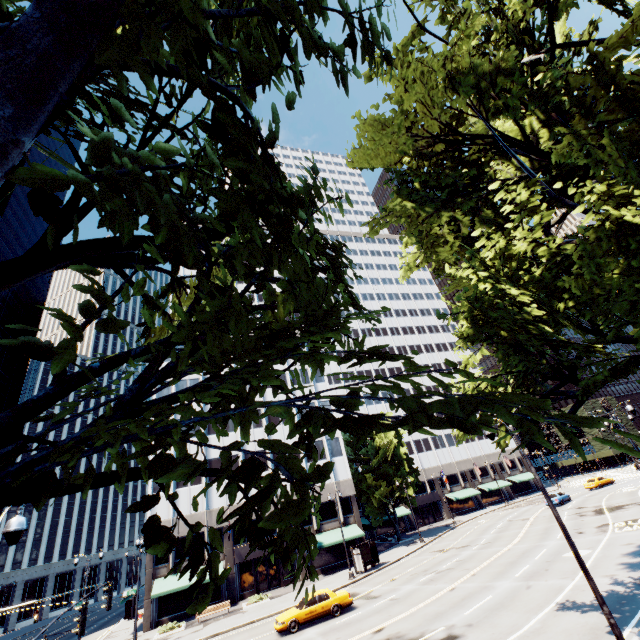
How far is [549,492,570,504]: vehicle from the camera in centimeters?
4248cm

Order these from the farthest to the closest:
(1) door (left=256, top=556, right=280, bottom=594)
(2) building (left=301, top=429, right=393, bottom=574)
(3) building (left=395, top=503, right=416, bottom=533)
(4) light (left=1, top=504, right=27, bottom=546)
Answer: (3) building (left=395, top=503, right=416, bottom=533)
(2) building (left=301, top=429, right=393, bottom=574)
(1) door (left=256, top=556, right=280, bottom=594)
(4) light (left=1, top=504, right=27, bottom=546)

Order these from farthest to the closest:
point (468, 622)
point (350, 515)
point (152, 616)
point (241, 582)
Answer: point (350, 515) < point (241, 582) < point (152, 616) < point (468, 622)

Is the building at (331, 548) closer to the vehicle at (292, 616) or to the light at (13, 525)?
the vehicle at (292, 616)

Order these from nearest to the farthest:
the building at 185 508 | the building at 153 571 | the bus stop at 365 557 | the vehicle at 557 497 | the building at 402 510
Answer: the building at 153 571
the bus stop at 365 557
the building at 185 508
the vehicle at 557 497
the building at 402 510

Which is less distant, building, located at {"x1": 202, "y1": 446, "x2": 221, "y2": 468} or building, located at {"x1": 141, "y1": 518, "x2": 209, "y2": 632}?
building, located at {"x1": 141, "y1": 518, "x2": 209, "y2": 632}

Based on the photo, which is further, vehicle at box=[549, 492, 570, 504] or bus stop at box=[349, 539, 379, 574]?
vehicle at box=[549, 492, 570, 504]

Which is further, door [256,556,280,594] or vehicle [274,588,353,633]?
door [256,556,280,594]
